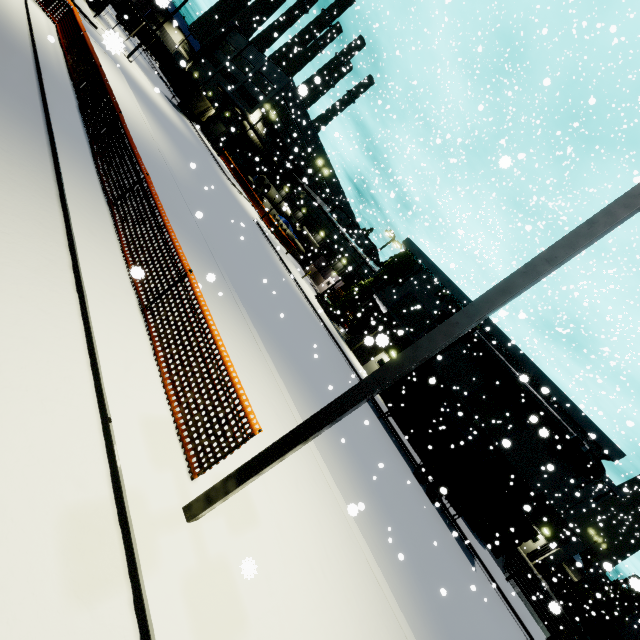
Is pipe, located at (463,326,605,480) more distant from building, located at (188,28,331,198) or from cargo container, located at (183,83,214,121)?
cargo container, located at (183,83,214,121)

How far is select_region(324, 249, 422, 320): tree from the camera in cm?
3009

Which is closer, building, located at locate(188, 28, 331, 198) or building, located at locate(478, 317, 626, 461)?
building, located at locate(478, 317, 626, 461)

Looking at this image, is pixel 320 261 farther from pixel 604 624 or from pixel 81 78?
pixel 604 624

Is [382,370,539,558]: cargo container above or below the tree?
below

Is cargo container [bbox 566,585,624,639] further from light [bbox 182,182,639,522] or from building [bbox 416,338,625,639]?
light [bbox 182,182,639,522]

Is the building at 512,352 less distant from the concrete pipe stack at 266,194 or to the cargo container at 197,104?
the concrete pipe stack at 266,194

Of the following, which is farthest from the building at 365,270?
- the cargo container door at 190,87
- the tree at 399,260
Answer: the cargo container door at 190,87
